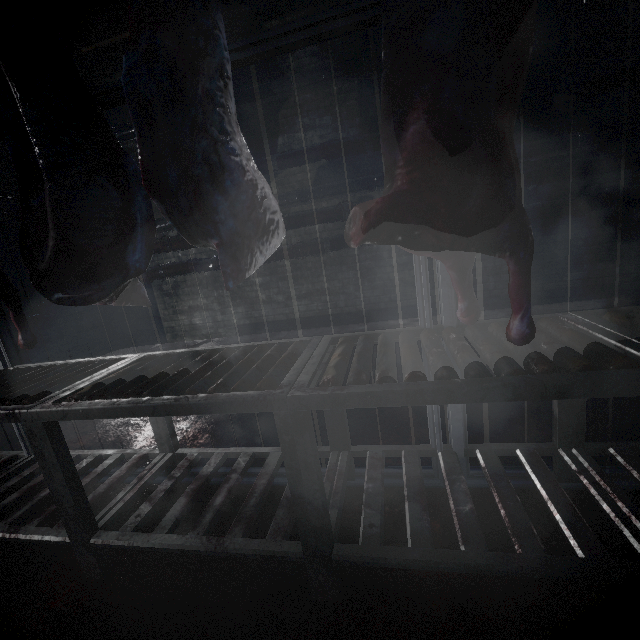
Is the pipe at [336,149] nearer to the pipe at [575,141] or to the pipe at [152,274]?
the pipe at [575,141]

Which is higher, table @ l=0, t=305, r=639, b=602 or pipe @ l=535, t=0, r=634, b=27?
pipe @ l=535, t=0, r=634, b=27

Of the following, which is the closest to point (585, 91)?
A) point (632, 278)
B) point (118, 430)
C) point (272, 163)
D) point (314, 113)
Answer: point (632, 278)

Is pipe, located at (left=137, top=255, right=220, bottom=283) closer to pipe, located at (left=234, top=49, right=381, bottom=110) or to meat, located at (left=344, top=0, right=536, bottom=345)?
pipe, located at (left=234, top=49, right=381, bottom=110)

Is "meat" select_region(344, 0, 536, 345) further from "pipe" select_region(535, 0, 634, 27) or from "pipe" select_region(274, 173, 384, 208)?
"pipe" select_region(274, 173, 384, 208)

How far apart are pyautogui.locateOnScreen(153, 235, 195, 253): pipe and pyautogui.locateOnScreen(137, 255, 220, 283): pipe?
0.1 meters

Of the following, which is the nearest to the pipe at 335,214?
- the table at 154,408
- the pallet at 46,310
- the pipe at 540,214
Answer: the pipe at 540,214
